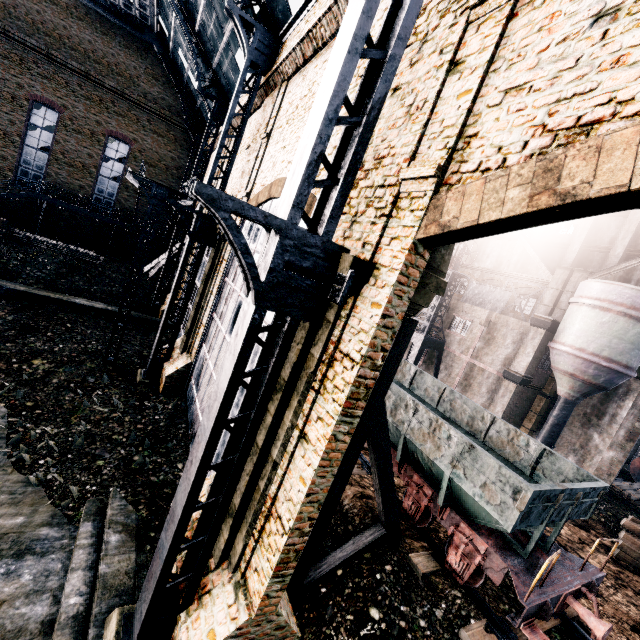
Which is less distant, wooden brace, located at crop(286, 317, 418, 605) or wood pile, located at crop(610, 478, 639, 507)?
wooden brace, located at crop(286, 317, 418, 605)

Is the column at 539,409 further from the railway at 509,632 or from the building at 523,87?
the railway at 509,632

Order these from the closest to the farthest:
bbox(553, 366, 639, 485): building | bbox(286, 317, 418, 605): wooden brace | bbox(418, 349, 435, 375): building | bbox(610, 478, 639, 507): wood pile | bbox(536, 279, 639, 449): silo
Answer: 1. bbox(286, 317, 418, 605): wooden brace
2. bbox(536, 279, 639, 449): silo
3. bbox(553, 366, 639, 485): building
4. bbox(610, 478, 639, 507): wood pile
5. bbox(418, 349, 435, 375): building

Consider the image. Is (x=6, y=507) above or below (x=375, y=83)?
below

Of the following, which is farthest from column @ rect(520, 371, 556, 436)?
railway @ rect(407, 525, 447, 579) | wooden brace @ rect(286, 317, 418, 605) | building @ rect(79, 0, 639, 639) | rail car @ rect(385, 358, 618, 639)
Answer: wooden brace @ rect(286, 317, 418, 605)

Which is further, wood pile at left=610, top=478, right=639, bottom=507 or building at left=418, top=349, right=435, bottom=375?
building at left=418, top=349, right=435, bottom=375

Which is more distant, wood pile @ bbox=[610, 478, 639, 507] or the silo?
wood pile @ bbox=[610, 478, 639, 507]

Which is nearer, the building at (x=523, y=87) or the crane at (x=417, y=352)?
the building at (x=523, y=87)
